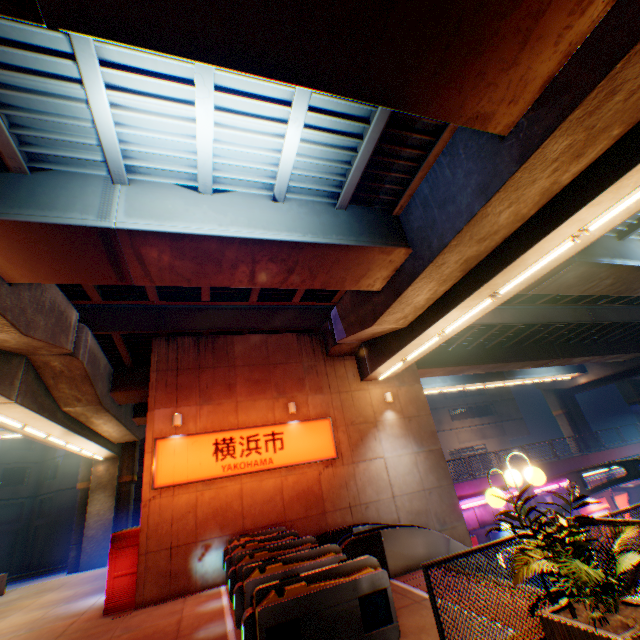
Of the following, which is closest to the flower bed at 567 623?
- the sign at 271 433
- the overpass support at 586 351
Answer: the overpass support at 586 351

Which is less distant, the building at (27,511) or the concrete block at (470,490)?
the concrete block at (470,490)

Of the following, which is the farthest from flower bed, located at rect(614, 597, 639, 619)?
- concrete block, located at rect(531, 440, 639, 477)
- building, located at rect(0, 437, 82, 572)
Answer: building, located at rect(0, 437, 82, 572)

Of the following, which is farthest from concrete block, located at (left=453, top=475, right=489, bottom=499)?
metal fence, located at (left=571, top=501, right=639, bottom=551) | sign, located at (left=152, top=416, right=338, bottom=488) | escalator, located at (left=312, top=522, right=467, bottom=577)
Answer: escalator, located at (left=312, top=522, right=467, bottom=577)

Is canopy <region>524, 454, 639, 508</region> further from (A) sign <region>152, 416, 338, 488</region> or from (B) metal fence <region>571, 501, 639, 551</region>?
(A) sign <region>152, 416, 338, 488</region>

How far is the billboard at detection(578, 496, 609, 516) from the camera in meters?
20.0

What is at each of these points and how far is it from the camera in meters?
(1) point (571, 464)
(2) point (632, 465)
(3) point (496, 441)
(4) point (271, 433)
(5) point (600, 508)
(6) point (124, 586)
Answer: (1) concrete block, 21.6 m
(2) canopy, 14.1 m
(3) building, 45.1 m
(4) sign, 12.7 m
(5) billboard, 20.5 m
(6) vending machine, 9.7 m

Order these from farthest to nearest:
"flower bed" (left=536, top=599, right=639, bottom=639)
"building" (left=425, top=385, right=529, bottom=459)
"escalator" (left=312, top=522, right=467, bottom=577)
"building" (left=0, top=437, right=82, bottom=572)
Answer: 1. "building" (left=425, top=385, right=529, bottom=459)
2. "building" (left=0, top=437, right=82, bottom=572)
3. "escalator" (left=312, top=522, right=467, bottom=577)
4. "flower bed" (left=536, top=599, right=639, bottom=639)
